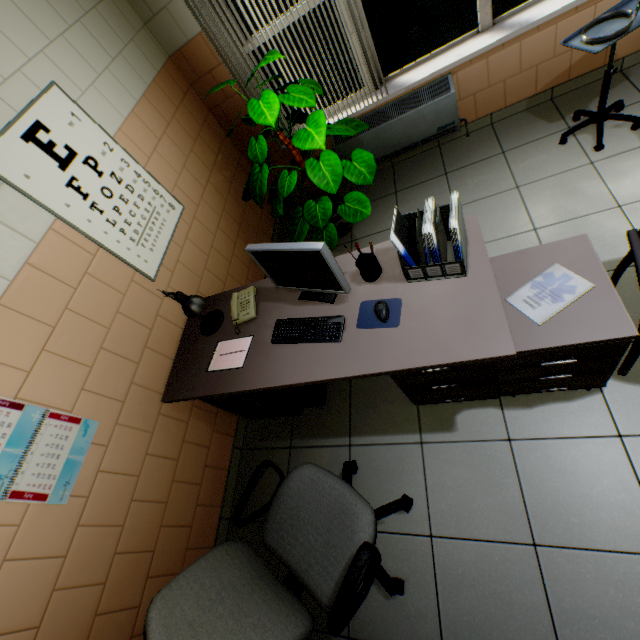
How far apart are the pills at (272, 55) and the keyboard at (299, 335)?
1.37m

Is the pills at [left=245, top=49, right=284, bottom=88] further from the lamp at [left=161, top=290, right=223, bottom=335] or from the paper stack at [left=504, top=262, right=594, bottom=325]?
the paper stack at [left=504, top=262, right=594, bottom=325]

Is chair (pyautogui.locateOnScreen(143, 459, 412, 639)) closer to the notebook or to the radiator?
the notebook

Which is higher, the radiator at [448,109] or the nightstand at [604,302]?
the nightstand at [604,302]

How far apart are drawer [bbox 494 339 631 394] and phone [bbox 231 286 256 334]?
1.0m

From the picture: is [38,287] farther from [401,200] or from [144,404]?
[401,200]

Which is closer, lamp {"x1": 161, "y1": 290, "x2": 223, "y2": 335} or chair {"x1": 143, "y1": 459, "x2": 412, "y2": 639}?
chair {"x1": 143, "y1": 459, "x2": 412, "y2": 639}

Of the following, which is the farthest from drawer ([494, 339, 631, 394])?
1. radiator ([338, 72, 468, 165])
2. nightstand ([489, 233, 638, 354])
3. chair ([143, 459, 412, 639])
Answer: radiator ([338, 72, 468, 165])
